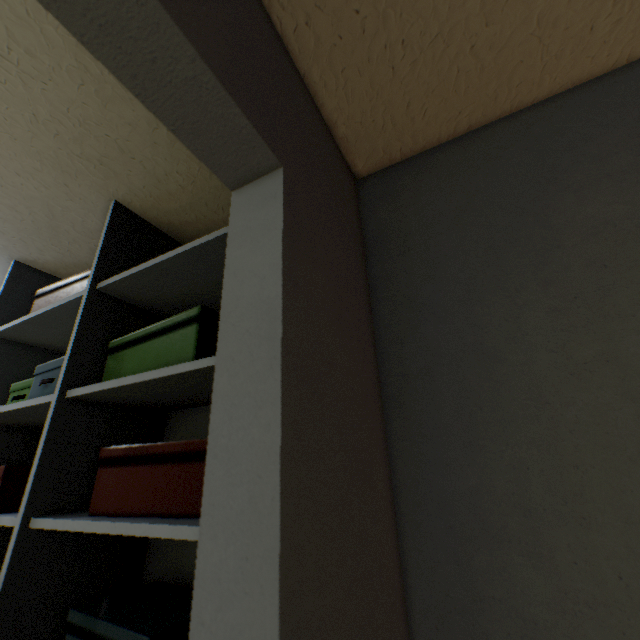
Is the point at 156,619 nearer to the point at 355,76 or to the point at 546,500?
the point at 546,500

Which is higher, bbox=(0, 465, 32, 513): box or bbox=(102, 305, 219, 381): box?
bbox=(102, 305, 219, 381): box

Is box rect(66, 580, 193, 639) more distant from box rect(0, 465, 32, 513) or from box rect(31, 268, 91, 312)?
box rect(31, 268, 91, 312)

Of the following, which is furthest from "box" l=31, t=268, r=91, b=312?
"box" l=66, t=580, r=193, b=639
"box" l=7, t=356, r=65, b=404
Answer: "box" l=66, t=580, r=193, b=639

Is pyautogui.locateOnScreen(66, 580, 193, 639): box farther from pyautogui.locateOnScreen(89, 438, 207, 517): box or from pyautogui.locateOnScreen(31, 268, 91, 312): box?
pyautogui.locateOnScreen(31, 268, 91, 312): box

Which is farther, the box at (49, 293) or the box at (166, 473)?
the box at (49, 293)

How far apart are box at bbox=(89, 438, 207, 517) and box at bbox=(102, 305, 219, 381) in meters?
0.2 m

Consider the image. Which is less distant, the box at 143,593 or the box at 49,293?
the box at 143,593
